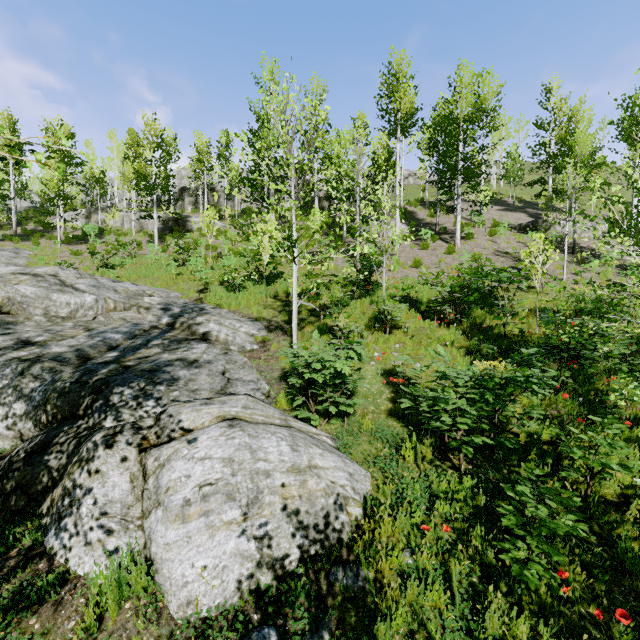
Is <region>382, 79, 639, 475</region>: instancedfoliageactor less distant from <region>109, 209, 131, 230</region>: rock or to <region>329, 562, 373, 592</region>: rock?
<region>329, 562, 373, 592</region>: rock

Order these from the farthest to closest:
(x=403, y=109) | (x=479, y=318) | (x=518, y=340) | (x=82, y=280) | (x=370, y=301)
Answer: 1. (x=403, y=109)
2. (x=370, y=301)
3. (x=82, y=280)
4. (x=479, y=318)
5. (x=518, y=340)

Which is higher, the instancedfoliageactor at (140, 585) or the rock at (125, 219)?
the rock at (125, 219)

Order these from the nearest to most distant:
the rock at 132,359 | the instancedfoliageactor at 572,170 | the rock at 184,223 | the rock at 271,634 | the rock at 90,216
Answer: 1. the rock at 271,634
2. the rock at 132,359
3. the instancedfoliageactor at 572,170
4. the rock at 184,223
5. the rock at 90,216

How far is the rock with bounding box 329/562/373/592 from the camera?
3.34m

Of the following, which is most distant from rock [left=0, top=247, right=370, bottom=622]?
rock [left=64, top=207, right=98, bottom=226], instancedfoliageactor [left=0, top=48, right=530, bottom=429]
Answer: rock [left=64, top=207, right=98, bottom=226]

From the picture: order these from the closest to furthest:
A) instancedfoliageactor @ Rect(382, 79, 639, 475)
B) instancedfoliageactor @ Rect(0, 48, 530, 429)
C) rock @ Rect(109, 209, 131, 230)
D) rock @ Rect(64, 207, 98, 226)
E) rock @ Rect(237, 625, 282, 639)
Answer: rock @ Rect(237, 625, 282, 639), instancedfoliageactor @ Rect(382, 79, 639, 475), instancedfoliageactor @ Rect(0, 48, 530, 429), rock @ Rect(109, 209, 131, 230), rock @ Rect(64, 207, 98, 226)

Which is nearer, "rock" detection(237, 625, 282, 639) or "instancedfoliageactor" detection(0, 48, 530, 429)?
"rock" detection(237, 625, 282, 639)
